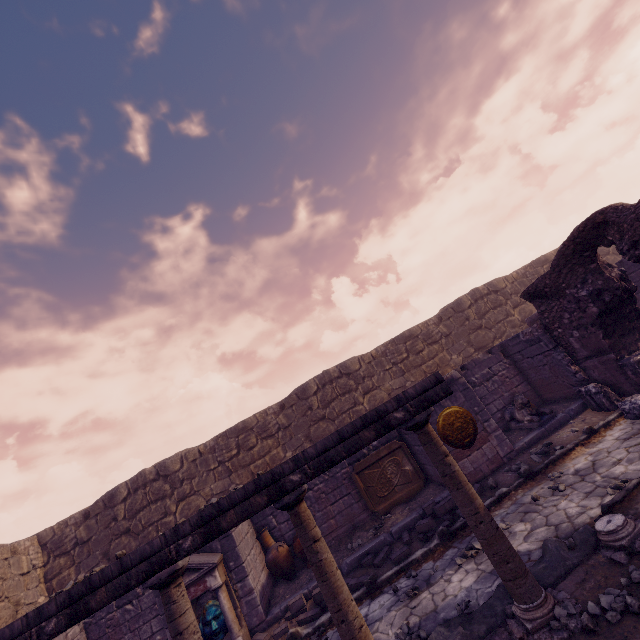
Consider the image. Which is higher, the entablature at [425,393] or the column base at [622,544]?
the entablature at [425,393]

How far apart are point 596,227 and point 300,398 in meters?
10.6

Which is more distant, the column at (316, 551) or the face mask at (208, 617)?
the face mask at (208, 617)

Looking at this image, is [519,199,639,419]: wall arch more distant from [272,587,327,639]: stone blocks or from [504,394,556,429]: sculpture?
[272,587,327,639]: stone blocks

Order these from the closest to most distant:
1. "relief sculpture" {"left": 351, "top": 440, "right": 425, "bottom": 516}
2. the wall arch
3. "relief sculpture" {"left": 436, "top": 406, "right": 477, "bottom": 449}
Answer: the wall arch < "relief sculpture" {"left": 436, "top": 406, "right": 477, "bottom": 449} < "relief sculpture" {"left": 351, "top": 440, "right": 425, "bottom": 516}

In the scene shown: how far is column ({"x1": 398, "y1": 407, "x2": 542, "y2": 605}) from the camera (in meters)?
3.55

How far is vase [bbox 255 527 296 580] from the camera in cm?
809

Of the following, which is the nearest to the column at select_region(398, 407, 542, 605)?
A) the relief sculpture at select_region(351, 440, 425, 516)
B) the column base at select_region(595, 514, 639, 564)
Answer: the column base at select_region(595, 514, 639, 564)
